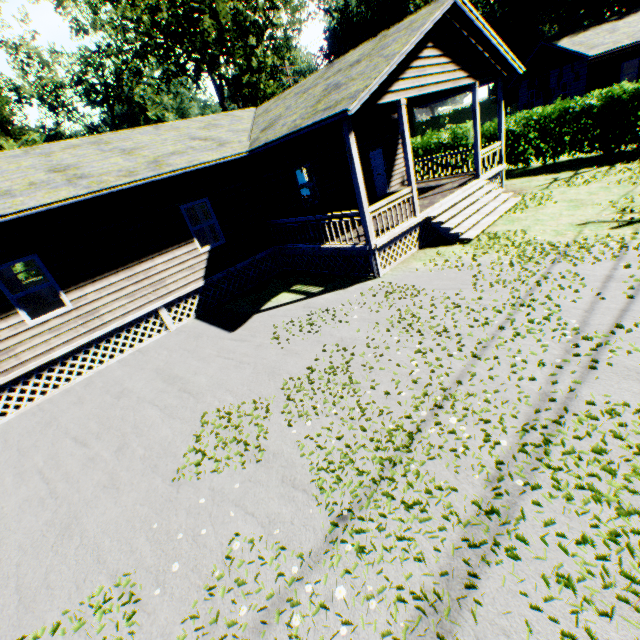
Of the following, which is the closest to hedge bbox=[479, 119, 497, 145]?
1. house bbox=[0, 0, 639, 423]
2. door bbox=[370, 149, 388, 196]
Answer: house bbox=[0, 0, 639, 423]

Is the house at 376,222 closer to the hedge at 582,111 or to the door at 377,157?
the door at 377,157

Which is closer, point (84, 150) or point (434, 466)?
point (434, 466)

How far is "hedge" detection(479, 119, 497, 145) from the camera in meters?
17.5

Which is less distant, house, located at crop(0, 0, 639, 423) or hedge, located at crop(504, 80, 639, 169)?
house, located at crop(0, 0, 639, 423)

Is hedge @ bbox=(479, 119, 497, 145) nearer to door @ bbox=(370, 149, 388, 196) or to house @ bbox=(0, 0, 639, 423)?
house @ bbox=(0, 0, 639, 423)

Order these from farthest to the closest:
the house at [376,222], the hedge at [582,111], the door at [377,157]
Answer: the door at [377,157] < the hedge at [582,111] < the house at [376,222]

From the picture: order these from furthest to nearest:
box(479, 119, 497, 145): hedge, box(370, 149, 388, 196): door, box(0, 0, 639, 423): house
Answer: box(479, 119, 497, 145): hedge → box(370, 149, 388, 196): door → box(0, 0, 639, 423): house
